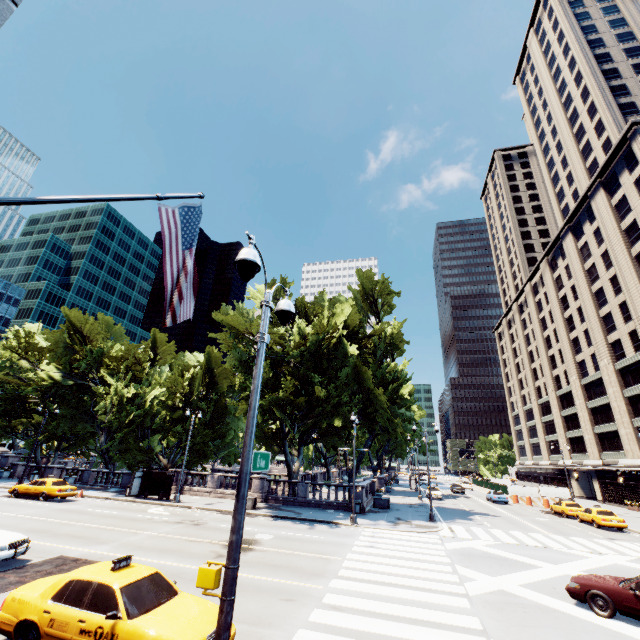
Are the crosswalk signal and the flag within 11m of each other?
yes

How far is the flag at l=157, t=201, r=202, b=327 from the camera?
5.0m

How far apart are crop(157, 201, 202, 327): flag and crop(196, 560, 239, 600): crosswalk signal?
3.45m

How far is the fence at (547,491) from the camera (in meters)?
43.97

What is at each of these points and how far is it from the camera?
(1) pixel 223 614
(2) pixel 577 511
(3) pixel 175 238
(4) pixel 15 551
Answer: (1) light, 4.2m
(2) vehicle, 31.6m
(3) flag, 5.2m
(4) vehicle, 11.4m

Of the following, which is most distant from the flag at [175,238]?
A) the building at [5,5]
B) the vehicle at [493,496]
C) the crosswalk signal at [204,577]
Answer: the vehicle at [493,496]

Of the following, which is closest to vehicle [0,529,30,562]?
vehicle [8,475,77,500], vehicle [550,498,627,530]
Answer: vehicle [8,475,77,500]

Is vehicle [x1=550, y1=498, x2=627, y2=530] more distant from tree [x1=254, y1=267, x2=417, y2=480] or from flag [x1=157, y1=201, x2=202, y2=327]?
flag [x1=157, y1=201, x2=202, y2=327]
